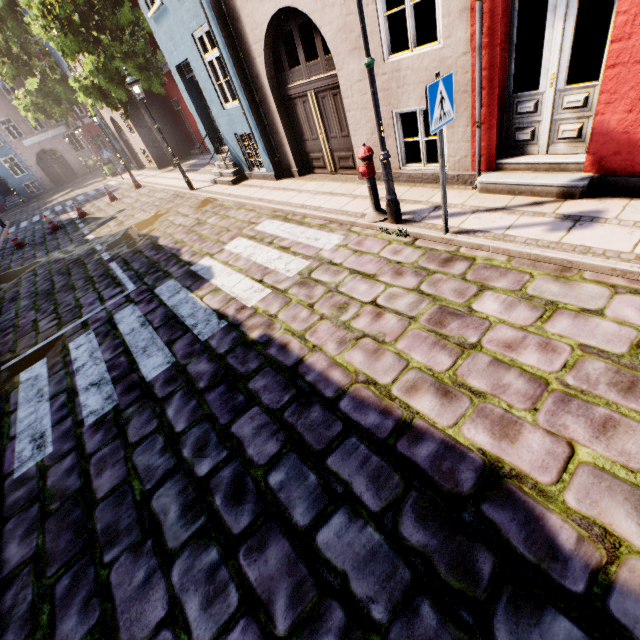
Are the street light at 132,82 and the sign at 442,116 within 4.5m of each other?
no

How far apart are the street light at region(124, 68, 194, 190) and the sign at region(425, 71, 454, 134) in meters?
10.9 m

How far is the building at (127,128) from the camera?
18.25m

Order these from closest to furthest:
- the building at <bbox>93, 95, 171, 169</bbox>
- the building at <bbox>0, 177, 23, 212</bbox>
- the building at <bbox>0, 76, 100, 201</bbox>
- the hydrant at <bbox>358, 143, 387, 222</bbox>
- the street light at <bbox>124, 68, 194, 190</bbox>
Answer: the hydrant at <bbox>358, 143, 387, 222</bbox>, the street light at <bbox>124, 68, 194, 190</bbox>, the building at <bbox>93, 95, 171, 169</bbox>, the building at <bbox>0, 76, 100, 201</bbox>, the building at <bbox>0, 177, 23, 212</bbox>

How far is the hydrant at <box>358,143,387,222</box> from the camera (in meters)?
5.09

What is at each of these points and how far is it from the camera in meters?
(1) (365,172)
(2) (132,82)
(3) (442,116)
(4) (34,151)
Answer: (1) hydrant, 5.2 m
(2) street light, 10.1 m
(3) sign, 3.8 m
(4) building, 31.7 m

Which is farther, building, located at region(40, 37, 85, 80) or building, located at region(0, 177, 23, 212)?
building, located at region(0, 177, 23, 212)

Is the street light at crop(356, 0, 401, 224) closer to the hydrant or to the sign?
the hydrant
